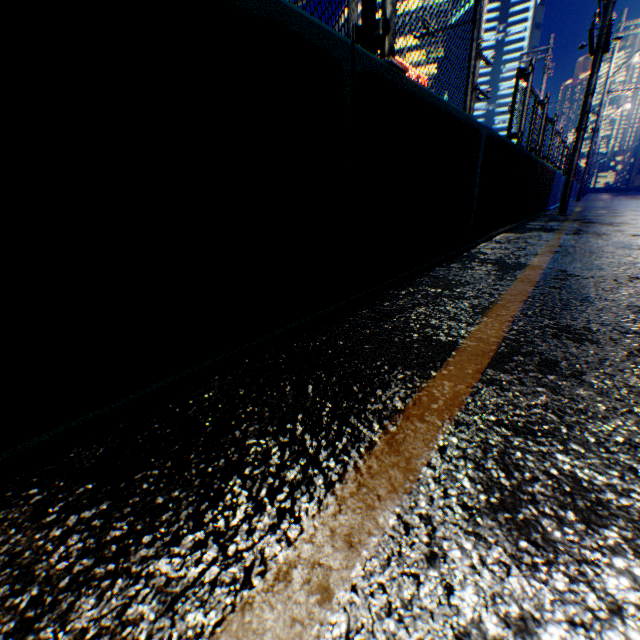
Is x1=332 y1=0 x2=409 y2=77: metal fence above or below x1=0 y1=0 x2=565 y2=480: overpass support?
above

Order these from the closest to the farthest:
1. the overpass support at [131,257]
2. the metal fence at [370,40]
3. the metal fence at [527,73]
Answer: the overpass support at [131,257], the metal fence at [370,40], the metal fence at [527,73]

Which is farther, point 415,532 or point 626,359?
point 626,359

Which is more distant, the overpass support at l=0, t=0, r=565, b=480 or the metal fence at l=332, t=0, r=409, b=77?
the metal fence at l=332, t=0, r=409, b=77

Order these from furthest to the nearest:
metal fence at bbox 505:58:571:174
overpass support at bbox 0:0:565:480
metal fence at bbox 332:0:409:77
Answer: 1. metal fence at bbox 505:58:571:174
2. metal fence at bbox 332:0:409:77
3. overpass support at bbox 0:0:565:480

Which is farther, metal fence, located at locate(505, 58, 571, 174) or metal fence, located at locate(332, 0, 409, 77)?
metal fence, located at locate(505, 58, 571, 174)

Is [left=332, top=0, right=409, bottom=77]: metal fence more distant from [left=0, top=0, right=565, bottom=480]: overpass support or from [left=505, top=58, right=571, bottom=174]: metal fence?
[left=505, top=58, right=571, bottom=174]: metal fence

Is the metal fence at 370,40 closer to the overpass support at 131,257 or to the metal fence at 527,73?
the overpass support at 131,257
